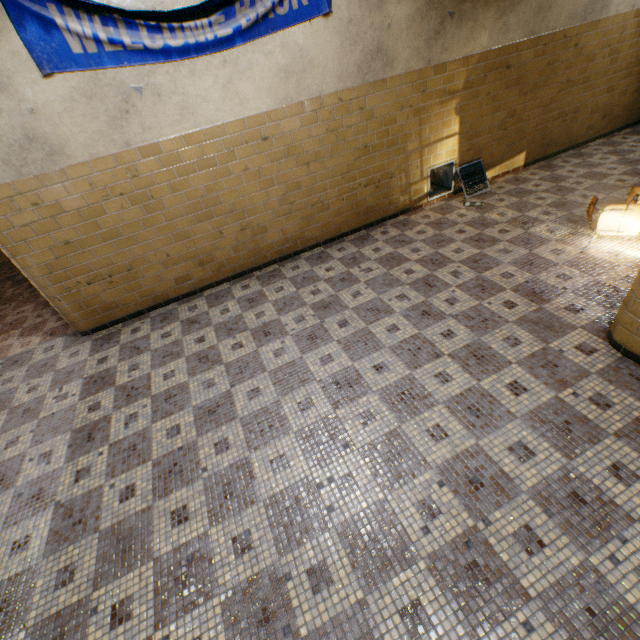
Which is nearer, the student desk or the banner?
the banner

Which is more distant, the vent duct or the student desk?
the vent duct

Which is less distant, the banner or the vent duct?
the banner

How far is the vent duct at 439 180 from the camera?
5.5m

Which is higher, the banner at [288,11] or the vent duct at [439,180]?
the banner at [288,11]

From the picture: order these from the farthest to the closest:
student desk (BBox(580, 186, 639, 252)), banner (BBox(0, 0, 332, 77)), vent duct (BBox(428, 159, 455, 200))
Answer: vent duct (BBox(428, 159, 455, 200)) → student desk (BBox(580, 186, 639, 252)) → banner (BBox(0, 0, 332, 77))

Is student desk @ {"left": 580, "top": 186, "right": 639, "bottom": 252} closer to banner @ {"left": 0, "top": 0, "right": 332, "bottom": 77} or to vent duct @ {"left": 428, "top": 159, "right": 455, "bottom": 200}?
vent duct @ {"left": 428, "top": 159, "right": 455, "bottom": 200}

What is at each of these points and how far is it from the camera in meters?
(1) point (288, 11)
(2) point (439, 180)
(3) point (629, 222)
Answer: (1) banner, 3.5 m
(2) vent duct, 5.9 m
(3) student desk, 3.8 m
